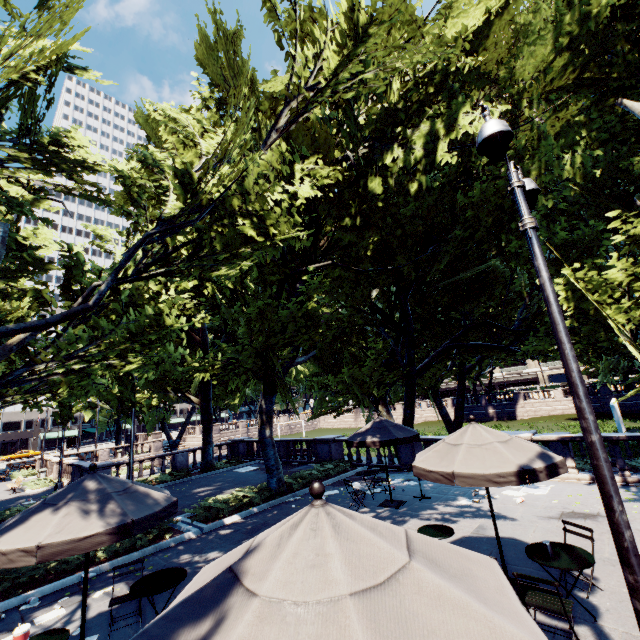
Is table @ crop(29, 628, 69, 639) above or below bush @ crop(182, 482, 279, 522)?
above

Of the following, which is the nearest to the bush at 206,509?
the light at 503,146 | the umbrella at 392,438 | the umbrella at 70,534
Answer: the umbrella at 392,438

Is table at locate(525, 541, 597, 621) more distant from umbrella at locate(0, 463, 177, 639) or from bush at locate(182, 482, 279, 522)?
bush at locate(182, 482, 279, 522)

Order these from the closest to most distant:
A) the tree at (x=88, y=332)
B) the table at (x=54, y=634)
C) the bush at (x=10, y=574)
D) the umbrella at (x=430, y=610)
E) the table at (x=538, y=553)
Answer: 1. the umbrella at (x=430, y=610)
2. the table at (x=54, y=634)
3. the table at (x=538, y=553)
4. the bush at (x=10, y=574)
5. the tree at (x=88, y=332)

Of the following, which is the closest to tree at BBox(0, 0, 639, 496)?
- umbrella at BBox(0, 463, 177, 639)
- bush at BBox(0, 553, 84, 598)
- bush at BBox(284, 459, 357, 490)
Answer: bush at BBox(0, 553, 84, 598)

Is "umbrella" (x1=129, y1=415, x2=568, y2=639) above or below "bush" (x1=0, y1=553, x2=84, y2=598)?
above

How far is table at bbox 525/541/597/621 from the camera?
4.9 meters

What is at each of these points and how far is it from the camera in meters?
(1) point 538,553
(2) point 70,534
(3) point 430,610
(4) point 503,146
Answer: (1) table, 5.4
(2) umbrella, 4.5
(3) umbrella, 1.8
(4) light, 4.2
